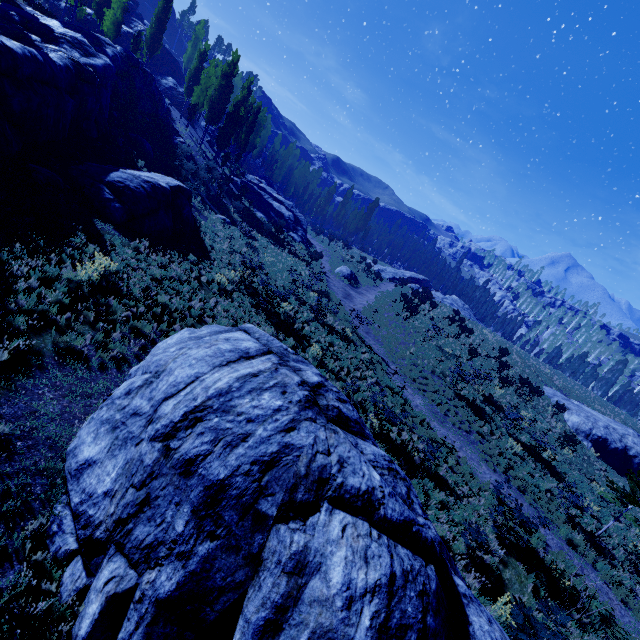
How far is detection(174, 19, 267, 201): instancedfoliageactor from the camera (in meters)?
31.12

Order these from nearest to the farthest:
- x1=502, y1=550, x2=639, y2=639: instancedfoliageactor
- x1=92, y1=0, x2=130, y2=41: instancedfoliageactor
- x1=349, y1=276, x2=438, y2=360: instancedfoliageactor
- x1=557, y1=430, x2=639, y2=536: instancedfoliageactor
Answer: x1=502, y1=550, x2=639, y2=639: instancedfoliageactor
x1=557, y1=430, x2=639, y2=536: instancedfoliageactor
x1=349, y1=276, x2=438, y2=360: instancedfoliageactor
x1=92, y1=0, x2=130, y2=41: instancedfoliageactor

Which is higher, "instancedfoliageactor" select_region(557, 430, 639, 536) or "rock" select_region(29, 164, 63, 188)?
"instancedfoliageactor" select_region(557, 430, 639, 536)

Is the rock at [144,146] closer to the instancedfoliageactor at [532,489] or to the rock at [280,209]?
the instancedfoliageactor at [532,489]

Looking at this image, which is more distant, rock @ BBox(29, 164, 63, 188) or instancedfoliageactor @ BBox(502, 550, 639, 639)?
rock @ BBox(29, 164, 63, 188)

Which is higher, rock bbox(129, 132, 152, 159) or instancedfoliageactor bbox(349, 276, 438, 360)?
rock bbox(129, 132, 152, 159)

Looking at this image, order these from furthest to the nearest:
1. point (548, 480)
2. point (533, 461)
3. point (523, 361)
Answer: point (523, 361), point (533, 461), point (548, 480)

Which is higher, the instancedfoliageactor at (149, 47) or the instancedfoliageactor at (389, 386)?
the instancedfoliageactor at (149, 47)
